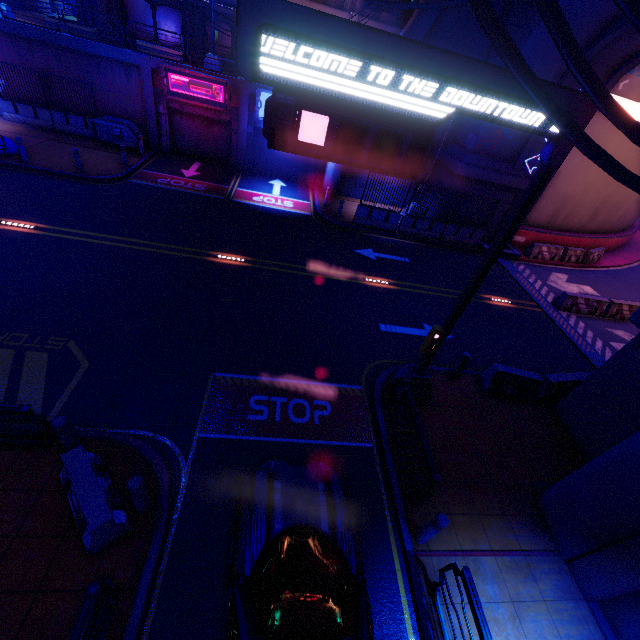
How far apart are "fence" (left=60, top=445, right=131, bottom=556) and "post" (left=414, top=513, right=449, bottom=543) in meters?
5.3 m

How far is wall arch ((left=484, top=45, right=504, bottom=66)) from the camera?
15.5m

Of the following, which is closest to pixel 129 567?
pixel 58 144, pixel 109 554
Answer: pixel 109 554

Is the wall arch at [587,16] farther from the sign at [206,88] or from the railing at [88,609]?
the sign at [206,88]

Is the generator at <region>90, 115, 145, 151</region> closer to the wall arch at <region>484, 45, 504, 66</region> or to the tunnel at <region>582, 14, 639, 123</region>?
the wall arch at <region>484, 45, 504, 66</region>

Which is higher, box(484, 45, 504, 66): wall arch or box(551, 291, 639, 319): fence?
box(484, 45, 504, 66): wall arch

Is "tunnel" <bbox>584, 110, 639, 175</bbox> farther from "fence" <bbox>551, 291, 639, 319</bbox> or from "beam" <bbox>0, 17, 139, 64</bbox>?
"beam" <bbox>0, 17, 139, 64</bbox>

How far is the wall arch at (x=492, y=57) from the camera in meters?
15.5 m
